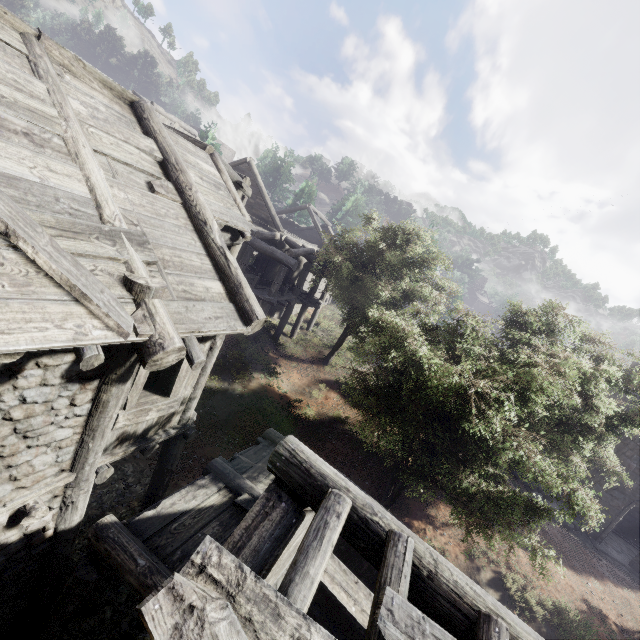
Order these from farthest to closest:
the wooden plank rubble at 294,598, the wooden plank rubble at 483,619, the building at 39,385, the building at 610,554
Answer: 1. the building at 610,554
2. the building at 39,385
3. the wooden plank rubble at 483,619
4. the wooden plank rubble at 294,598

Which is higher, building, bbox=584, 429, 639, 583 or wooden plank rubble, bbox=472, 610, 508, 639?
wooden plank rubble, bbox=472, 610, 508, 639

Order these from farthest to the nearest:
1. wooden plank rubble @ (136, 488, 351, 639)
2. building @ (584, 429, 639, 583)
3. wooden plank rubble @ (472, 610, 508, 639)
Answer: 1. building @ (584, 429, 639, 583)
2. wooden plank rubble @ (472, 610, 508, 639)
3. wooden plank rubble @ (136, 488, 351, 639)

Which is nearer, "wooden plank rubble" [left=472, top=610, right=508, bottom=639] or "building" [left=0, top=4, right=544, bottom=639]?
"wooden plank rubble" [left=472, top=610, right=508, bottom=639]

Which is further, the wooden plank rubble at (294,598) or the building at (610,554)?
the building at (610,554)

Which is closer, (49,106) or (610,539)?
(49,106)
